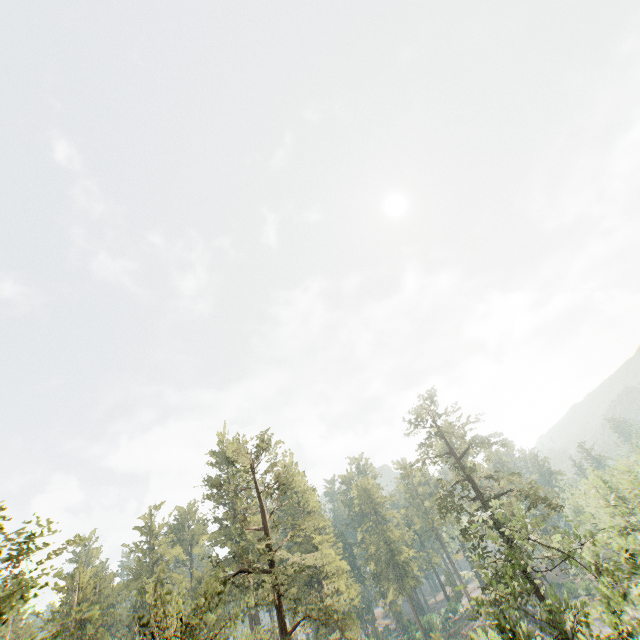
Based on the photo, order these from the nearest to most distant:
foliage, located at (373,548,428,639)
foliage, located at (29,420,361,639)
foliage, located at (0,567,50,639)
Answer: foliage, located at (0,567,50,639) → foliage, located at (29,420,361,639) → foliage, located at (373,548,428,639)

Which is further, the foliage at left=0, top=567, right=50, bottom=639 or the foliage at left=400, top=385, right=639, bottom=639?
the foliage at left=400, top=385, right=639, bottom=639

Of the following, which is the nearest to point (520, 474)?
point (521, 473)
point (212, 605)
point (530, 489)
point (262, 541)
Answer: point (521, 473)

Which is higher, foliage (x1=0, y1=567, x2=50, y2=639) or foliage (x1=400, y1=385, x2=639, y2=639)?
foliage (x1=0, y1=567, x2=50, y2=639)

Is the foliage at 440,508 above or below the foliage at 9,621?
below

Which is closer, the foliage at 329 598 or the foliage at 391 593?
the foliage at 329 598
